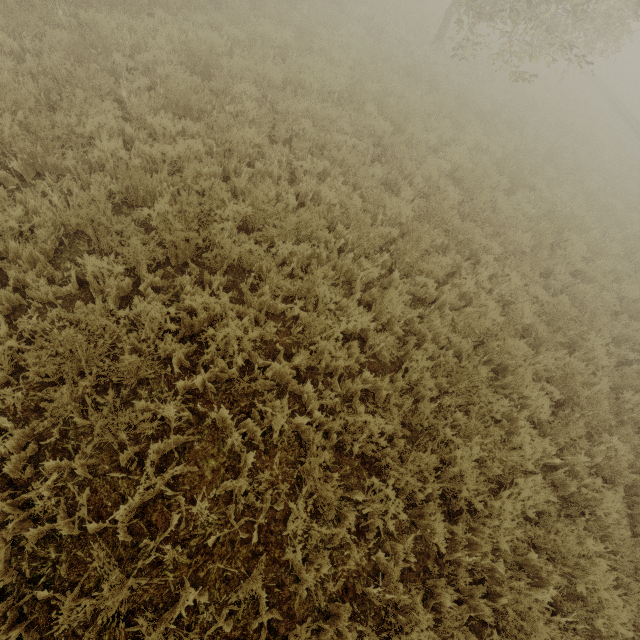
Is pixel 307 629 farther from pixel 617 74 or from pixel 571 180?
pixel 617 74
